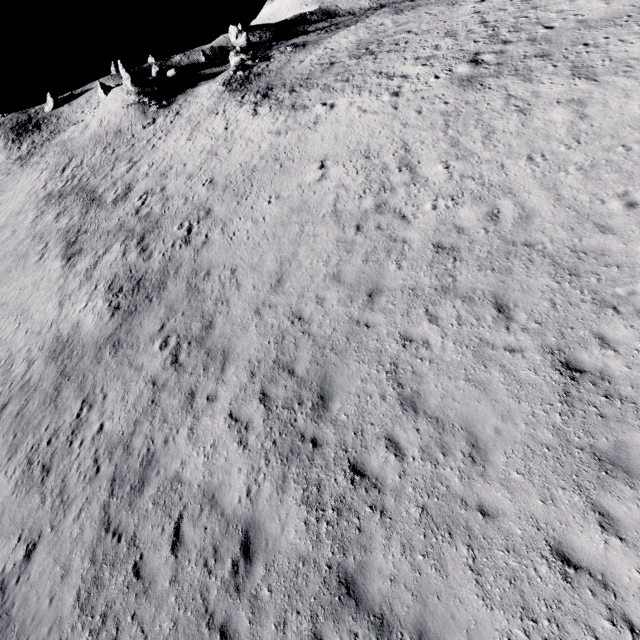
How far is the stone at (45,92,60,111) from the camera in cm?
5848

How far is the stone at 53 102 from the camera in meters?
58.5

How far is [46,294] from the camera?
18.83m
